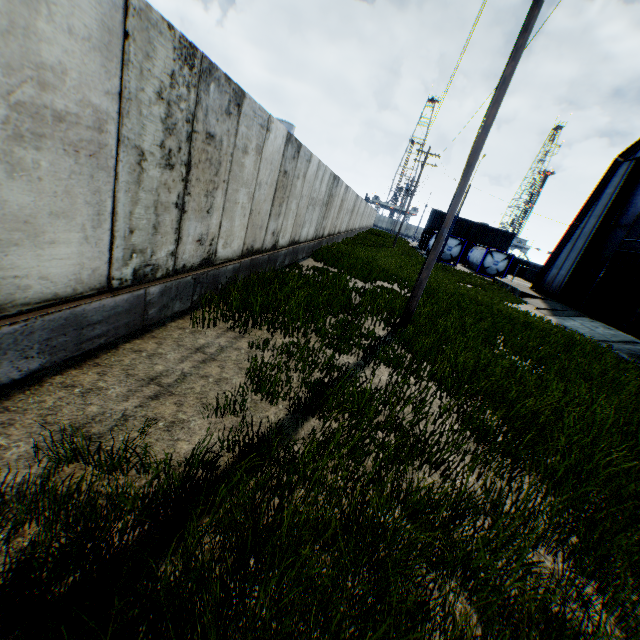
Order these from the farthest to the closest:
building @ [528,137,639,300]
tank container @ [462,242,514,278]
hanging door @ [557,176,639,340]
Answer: tank container @ [462,242,514,278], building @ [528,137,639,300], hanging door @ [557,176,639,340]

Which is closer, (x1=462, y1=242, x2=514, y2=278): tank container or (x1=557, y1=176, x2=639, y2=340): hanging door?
(x1=557, y1=176, x2=639, y2=340): hanging door

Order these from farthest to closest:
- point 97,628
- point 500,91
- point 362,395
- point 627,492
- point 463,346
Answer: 1. point 463,346
2. point 500,91
3. point 362,395
4. point 627,492
5. point 97,628

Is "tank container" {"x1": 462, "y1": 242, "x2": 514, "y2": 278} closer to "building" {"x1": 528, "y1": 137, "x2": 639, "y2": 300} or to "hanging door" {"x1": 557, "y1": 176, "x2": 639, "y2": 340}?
"building" {"x1": 528, "y1": 137, "x2": 639, "y2": 300}

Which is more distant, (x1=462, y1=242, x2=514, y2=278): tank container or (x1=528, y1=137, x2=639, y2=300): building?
(x1=462, y1=242, x2=514, y2=278): tank container

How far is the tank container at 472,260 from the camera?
34.8 meters

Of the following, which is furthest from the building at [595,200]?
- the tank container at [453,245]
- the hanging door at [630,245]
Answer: the tank container at [453,245]
